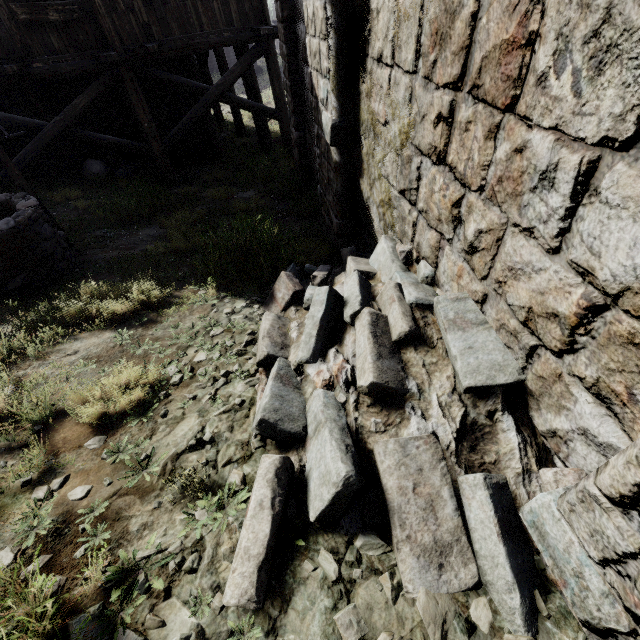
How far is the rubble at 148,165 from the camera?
10.2m

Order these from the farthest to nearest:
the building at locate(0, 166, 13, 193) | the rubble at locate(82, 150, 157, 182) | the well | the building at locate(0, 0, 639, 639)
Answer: the rubble at locate(82, 150, 157, 182), the building at locate(0, 166, 13, 193), the well, the building at locate(0, 0, 639, 639)

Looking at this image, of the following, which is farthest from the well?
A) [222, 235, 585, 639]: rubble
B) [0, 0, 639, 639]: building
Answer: [0, 0, 639, 639]: building

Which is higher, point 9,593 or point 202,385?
point 9,593

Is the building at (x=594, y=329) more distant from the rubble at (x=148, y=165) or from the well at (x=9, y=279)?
the well at (x=9, y=279)

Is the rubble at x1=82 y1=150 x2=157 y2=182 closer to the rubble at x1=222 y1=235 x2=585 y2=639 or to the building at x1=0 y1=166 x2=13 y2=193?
the building at x1=0 y1=166 x2=13 y2=193

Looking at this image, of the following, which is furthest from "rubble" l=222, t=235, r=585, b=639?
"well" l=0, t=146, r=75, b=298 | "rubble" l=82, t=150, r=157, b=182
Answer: "rubble" l=82, t=150, r=157, b=182

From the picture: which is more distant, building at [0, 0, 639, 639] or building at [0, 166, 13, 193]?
building at [0, 166, 13, 193]
